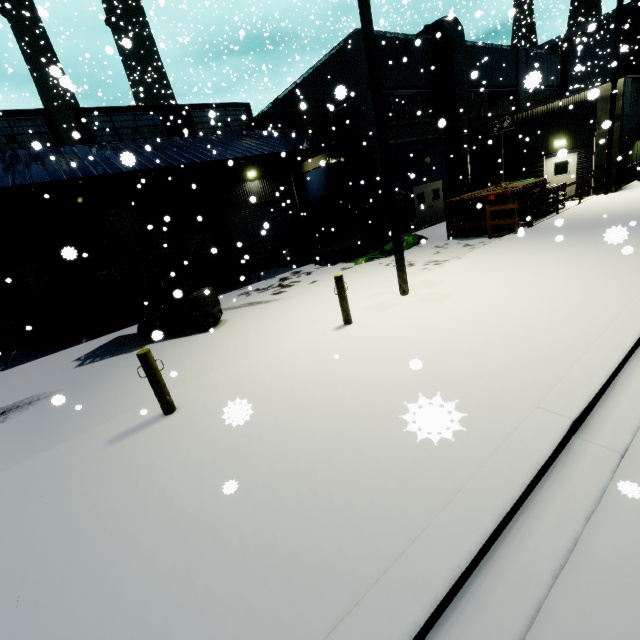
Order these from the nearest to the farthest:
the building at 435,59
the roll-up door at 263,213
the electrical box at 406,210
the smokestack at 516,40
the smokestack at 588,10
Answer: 1. the building at 435,59
2. the electrical box at 406,210
3. the roll-up door at 263,213
4. the smokestack at 516,40
5. the smokestack at 588,10

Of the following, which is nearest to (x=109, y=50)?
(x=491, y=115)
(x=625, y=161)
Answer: (x=625, y=161)

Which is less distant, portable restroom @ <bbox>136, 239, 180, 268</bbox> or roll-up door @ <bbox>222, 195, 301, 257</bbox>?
portable restroom @ <bbox>136, 239, 180, 268</bbox>

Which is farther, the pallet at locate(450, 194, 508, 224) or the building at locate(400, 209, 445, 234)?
the building at locate(400, 209, 445, 234)

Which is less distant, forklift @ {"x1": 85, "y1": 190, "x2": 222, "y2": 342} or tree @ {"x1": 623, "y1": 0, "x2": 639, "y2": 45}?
forklift @ {"x1": 85, "y1": 190, "x2": 222, "y2": 342}

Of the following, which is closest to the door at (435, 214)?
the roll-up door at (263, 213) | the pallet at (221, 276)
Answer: the roll-up door at (263, 213)

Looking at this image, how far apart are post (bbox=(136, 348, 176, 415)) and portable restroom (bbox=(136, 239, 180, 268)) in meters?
9.6

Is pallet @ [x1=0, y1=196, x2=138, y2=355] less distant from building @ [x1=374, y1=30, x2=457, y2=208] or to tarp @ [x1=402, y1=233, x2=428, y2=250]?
building @ [x1=374, y1=30, x2=457, y2=208]
